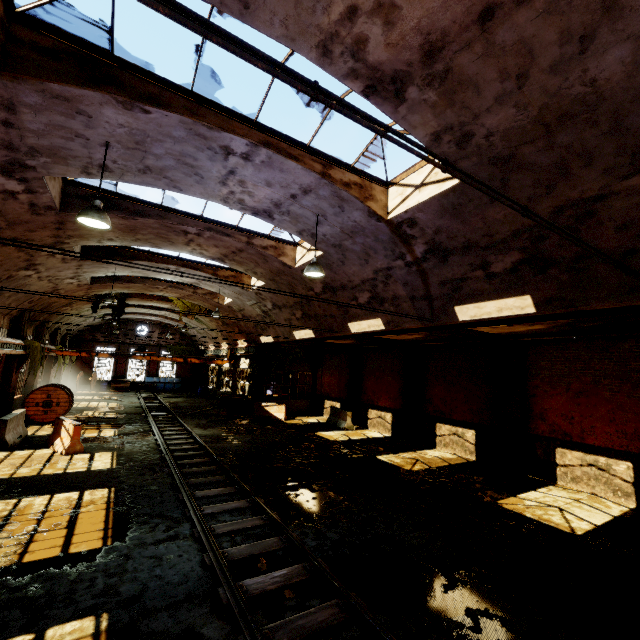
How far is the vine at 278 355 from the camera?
22.67m

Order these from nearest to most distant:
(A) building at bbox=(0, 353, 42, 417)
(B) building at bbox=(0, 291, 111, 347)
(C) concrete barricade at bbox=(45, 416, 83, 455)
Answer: (C) concrete barricade at bbox=(45, 416, 83, 455) < (B) building at bbox=(0, 291, 111, 347) < (A) building at bbox=(0, 353, 42, 417)

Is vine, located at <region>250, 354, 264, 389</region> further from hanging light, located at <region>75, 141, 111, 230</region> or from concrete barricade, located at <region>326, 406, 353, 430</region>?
hanging light, located at <region>75, 141, 111, 230</region>

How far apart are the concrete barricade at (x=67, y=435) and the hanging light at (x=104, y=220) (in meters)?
8.85

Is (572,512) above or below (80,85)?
below

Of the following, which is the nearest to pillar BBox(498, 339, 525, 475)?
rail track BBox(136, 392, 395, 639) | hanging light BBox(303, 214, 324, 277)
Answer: hanging light BBox(303, 214, 324, 277)

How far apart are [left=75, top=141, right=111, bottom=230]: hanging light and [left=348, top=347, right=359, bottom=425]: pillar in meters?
16.5

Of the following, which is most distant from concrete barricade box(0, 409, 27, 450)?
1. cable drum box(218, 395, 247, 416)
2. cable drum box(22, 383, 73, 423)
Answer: cable drum box(218, 395, 247, 416)
